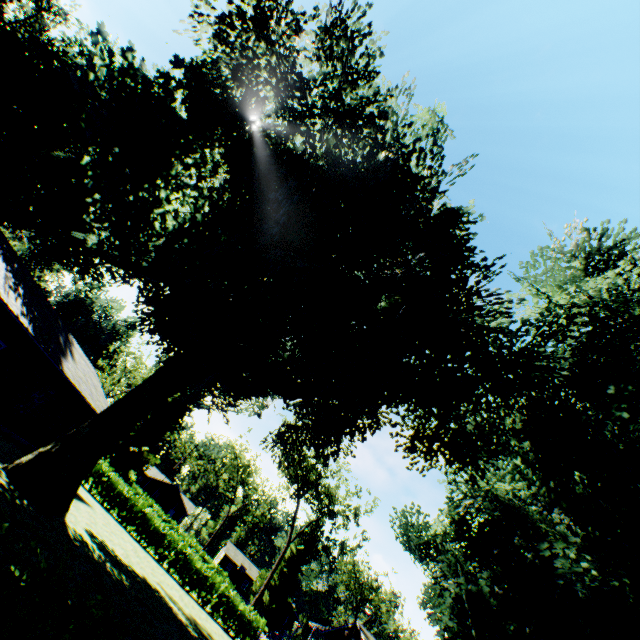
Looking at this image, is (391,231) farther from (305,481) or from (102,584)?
(305,481)

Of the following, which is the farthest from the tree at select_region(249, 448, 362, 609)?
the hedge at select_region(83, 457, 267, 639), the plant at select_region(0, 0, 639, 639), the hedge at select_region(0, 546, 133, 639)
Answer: the hedge at select_region(0, 546, 133, 639)

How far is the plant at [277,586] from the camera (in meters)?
42.88

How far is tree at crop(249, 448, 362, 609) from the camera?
37.2m

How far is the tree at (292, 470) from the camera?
37.2 meters

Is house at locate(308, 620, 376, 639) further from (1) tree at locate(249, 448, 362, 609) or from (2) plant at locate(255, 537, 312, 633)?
(1) tree at locate(249, 448, 362, 609)

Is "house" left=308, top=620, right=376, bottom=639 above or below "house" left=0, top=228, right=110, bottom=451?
above

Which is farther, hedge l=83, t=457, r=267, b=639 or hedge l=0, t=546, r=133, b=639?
hedge l=83, t=457, r=267, b=639
